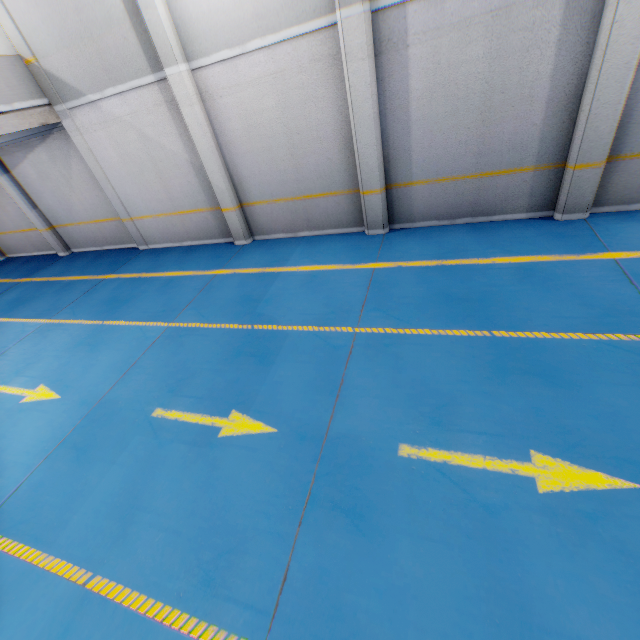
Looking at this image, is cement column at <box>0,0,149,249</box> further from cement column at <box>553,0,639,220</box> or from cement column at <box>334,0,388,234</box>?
cement column at <box>553,0,639,220</box>

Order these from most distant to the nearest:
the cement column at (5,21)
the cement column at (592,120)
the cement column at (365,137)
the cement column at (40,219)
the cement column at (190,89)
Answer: the cement column at (40,219), the cement column at (5,21), the cement column at (190,89), the cement column at (365,137), the cement column at (592,120)

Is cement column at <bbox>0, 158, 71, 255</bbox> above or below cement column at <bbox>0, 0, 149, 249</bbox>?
below

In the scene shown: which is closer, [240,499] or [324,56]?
[240,499]

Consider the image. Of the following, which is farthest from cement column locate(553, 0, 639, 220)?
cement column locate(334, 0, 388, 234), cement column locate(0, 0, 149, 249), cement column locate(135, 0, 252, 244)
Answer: cement column locate(0, 0, 149, 249)

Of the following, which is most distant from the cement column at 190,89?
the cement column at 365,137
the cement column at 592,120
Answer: the cement column at 592,120

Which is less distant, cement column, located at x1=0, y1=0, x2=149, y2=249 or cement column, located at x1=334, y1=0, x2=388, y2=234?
cement column, located at x1=334, y1=0, x2=388, y2=234

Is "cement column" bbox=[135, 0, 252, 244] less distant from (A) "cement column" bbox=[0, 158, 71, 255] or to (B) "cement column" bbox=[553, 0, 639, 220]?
(A) "cement column" bbox=[0, 158, 71, 255]
